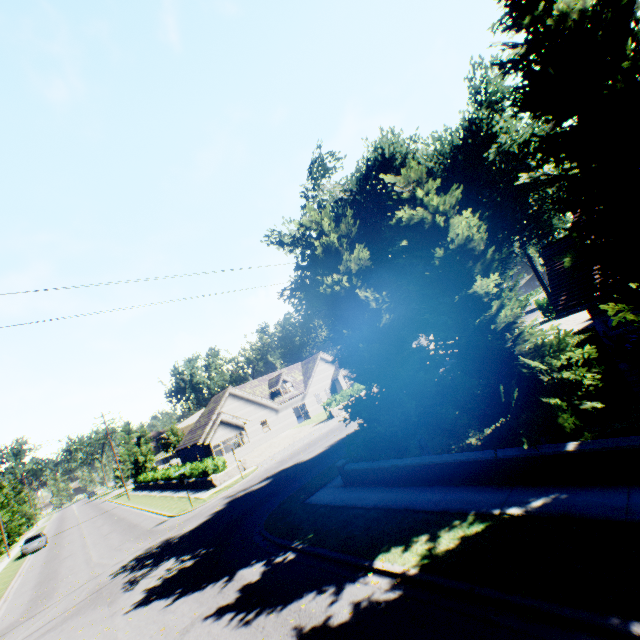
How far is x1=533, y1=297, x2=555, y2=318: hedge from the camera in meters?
33.3

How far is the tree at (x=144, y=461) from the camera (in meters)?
53.72

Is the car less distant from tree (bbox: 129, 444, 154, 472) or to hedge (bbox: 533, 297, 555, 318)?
tree (bbox: 129, 444, 154, 472)

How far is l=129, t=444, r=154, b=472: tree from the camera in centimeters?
5372cm

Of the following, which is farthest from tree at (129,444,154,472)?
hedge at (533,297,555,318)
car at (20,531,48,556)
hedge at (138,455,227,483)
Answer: hedge at (138,455,227,483)

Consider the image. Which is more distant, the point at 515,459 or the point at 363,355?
the point at 363,355

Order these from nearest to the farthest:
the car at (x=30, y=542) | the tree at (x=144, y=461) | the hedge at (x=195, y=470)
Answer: the hedge at (x=195, y=470)
the car at (x=30, y=542)
the tree at (x=144, y=461)

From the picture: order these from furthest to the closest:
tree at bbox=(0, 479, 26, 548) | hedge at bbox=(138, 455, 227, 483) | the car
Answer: tree at bbox=(0, 479, 26, 548)
the car
hedge at bbox=(138, 455, 227, 483)
